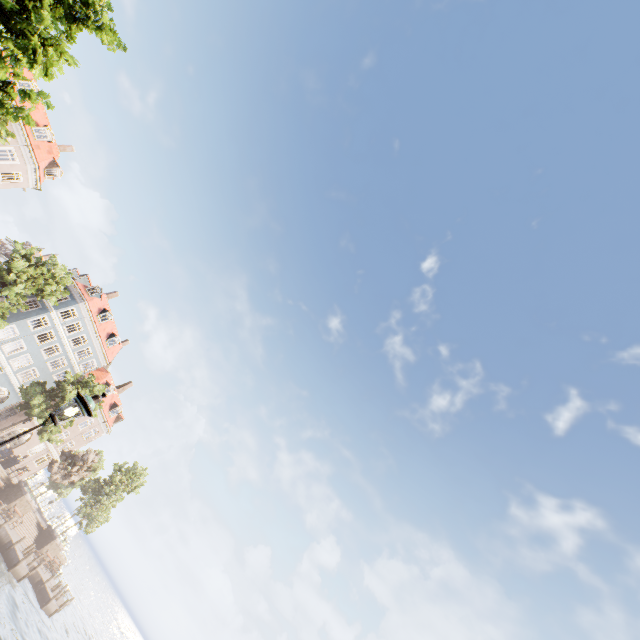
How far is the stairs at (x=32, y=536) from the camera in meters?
33.3

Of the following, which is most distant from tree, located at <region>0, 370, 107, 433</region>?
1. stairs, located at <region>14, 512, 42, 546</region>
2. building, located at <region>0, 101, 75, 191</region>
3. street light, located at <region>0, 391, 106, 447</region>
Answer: stairs, located at <region>14, 512, 42, 546</region>

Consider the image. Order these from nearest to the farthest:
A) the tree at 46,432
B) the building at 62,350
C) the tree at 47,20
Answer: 1. the tree at 47,20
2. the tree at 46,432
3. the building at 62,350

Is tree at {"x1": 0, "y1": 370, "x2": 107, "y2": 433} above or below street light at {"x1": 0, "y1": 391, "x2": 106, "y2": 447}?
above

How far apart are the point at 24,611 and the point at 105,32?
39.2m

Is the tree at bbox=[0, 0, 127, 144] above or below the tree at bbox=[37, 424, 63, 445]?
above

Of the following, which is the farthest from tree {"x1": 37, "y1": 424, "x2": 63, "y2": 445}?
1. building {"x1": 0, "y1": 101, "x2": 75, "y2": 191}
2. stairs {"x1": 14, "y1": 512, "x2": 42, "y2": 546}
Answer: stairs {"x1": 14, "y1": 512, "x2": 42, "y2": 546}

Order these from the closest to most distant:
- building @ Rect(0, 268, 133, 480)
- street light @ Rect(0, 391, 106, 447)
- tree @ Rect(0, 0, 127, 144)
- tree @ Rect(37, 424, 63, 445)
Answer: street light @ Rect(0, 391, 106, 447), tree @ Rect(0, 0, 127, 144), tree @ Rect(37, 424, 63, 445), building @ Rect(0, 268, 133, 480)
